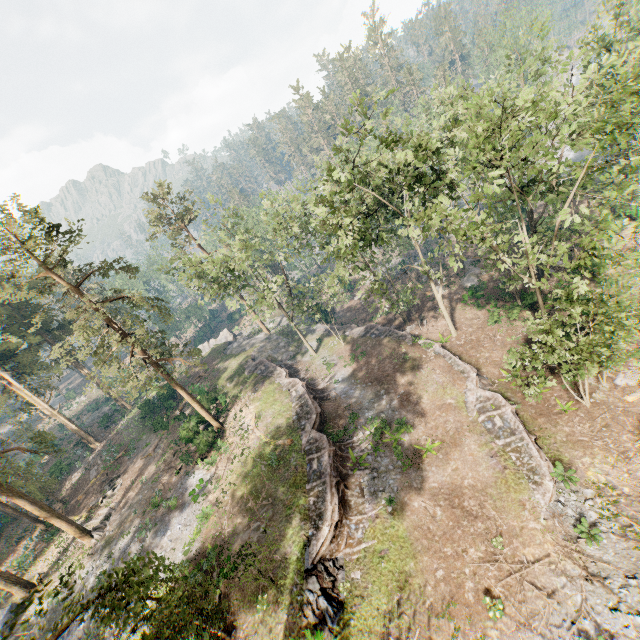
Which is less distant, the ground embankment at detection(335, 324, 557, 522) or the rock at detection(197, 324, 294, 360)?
the ground embankment at detection(335, 324, 557, 522)

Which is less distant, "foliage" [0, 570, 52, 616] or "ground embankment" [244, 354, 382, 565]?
"foliage" [0, 570, 52, 616]

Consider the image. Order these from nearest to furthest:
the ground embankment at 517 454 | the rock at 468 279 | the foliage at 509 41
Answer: the foliage at 509 41 < the ground embankment at 517 454 < the rock at 468 279

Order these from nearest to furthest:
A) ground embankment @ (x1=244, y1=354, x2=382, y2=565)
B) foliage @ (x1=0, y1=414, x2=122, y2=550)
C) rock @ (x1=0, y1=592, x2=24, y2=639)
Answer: ground embankment @ (x1=244, y1=354, x2=382, y2=565)
rock @ (x1=0, y1=592, x2=24, y2=639)
foliage @ (x1=0, y1=414, x2=122, y2=550)

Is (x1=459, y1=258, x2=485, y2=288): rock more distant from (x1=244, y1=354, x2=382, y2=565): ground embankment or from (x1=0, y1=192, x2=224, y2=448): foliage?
(x1=244, y1=354, x2=382, y2=565): ground embankment

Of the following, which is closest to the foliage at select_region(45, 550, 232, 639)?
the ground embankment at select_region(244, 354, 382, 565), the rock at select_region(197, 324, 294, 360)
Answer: the rock at select_region(197, 324, 294, 360)

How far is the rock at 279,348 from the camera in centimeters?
4281cm

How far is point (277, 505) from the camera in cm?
2111
